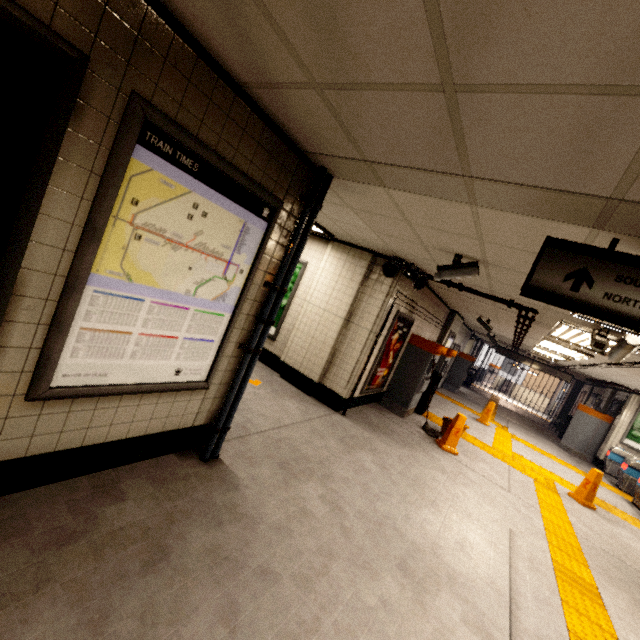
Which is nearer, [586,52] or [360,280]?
[586,52]

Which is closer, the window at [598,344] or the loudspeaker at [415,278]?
the window at [598,344]

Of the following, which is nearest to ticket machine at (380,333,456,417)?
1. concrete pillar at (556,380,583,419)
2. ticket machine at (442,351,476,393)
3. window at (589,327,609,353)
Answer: window at (589,327,609,353)

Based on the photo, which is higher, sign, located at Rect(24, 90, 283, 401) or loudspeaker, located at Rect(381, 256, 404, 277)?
loudspeaker, located at Rect(381, 256, 404, 277)

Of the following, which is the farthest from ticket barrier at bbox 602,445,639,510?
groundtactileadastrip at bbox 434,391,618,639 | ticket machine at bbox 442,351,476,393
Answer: ticket machine at bbox 442,351,476,393

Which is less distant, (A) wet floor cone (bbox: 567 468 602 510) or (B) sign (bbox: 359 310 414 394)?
(B) sign (bbox: 359 310 414 394)

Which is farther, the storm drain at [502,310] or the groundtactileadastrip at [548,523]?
the storm drain at [502,310]

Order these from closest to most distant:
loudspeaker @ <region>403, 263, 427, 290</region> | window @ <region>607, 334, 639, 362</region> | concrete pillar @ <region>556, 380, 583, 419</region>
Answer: window @ <region>607, 334, 639, 362</region>, loudspeaker @ <region>403, 263, 427, 290</region>, concrete pillar @ <region>556, 380, 583, 419</region>
